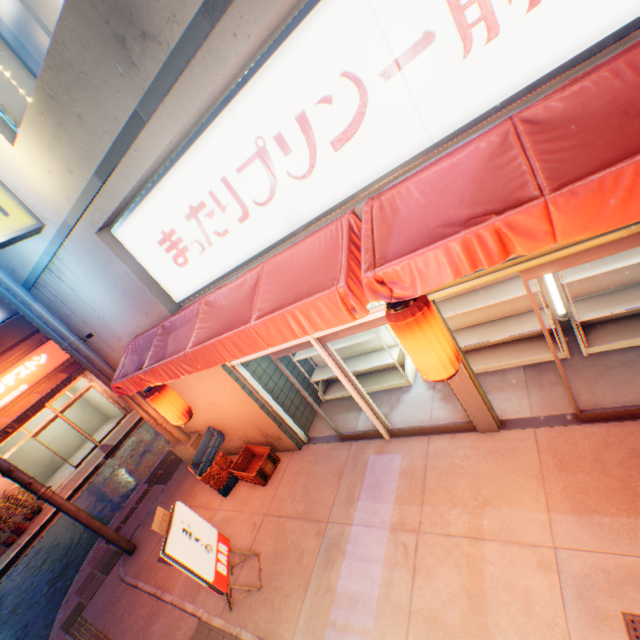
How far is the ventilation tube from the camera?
7.7 meters

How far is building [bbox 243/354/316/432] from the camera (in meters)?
6.52

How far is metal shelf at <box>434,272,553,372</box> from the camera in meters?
4.9 m

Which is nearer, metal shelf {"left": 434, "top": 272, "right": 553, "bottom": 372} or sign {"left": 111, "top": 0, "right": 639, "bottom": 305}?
sign {"left": 111, "top": 0, "right": 639, "bottom": 305}

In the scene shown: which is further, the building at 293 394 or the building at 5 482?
the building at 5 482

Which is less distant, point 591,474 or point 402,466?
point 591,474

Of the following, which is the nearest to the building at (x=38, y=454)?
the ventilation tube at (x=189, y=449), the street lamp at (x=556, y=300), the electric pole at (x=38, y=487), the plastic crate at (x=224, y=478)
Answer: the electric pole at (x=38, y=487)

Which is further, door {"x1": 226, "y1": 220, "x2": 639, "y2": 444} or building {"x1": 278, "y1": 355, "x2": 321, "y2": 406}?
building {"x1": 278, "y1": 355, "x2": 321, "y2": 406}
